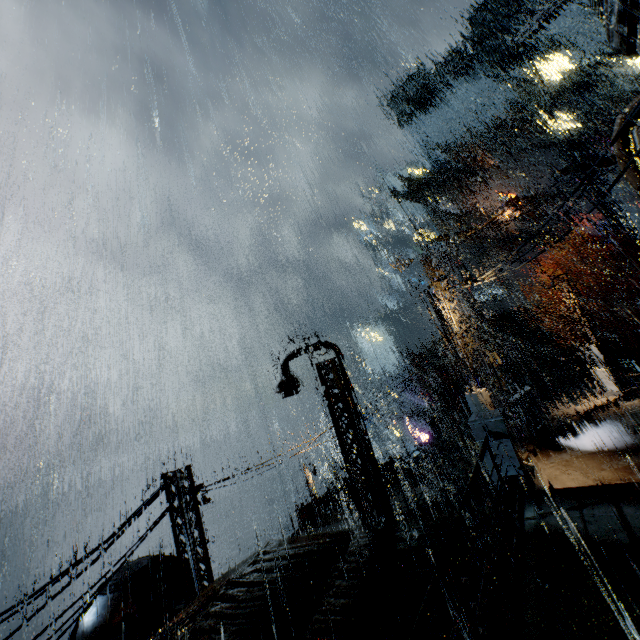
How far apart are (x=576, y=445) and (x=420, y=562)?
10.1m

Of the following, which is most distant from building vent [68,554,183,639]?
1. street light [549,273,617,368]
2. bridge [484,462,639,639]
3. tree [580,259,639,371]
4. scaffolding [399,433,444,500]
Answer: tree [580,259,639,371]

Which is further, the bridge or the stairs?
the stairs

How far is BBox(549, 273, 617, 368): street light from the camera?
18.16m

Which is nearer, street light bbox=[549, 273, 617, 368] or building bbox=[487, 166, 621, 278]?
street light bbox=[549, 273, 617, 368]

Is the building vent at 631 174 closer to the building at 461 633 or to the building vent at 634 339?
the building at 461 633

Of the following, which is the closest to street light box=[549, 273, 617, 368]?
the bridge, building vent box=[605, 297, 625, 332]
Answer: the bridge

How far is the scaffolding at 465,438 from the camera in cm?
1473
